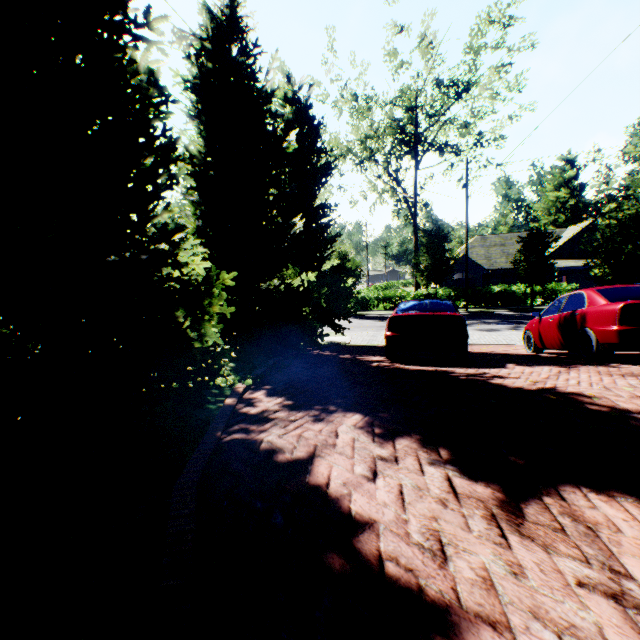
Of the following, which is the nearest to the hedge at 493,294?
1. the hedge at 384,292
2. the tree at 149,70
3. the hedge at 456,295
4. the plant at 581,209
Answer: the hedge at 456,295

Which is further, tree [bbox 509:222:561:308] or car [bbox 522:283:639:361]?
tree [bbox 509:222:561:308]

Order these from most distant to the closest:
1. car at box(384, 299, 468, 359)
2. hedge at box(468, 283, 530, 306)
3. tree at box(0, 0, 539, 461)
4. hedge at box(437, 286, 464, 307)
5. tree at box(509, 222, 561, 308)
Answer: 1. hedge at box(437, 286, 464, 307)
2. hedge at box(468, 283, 530, 306)
3. tree at box(509, 222, 561, 308)
4. car at box(384, 299, 468, 359)
5. tree at box(0, 0, 539, 461)

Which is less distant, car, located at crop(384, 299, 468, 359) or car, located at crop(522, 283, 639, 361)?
car, located at crop(522, 283, 639, 361)

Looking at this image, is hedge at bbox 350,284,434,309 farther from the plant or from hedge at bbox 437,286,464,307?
hedge at bbox 437,286,464,307

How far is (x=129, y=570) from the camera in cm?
171

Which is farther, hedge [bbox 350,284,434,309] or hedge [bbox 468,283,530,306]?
hedge [bbox 350,284,434,309]

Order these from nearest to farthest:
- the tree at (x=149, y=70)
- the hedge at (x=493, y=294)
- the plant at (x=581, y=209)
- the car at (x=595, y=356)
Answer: the tree at (x=149, y=70) → the car at (x=595, y=356) → the hedge at (x=493, y=294) → the plant at (x=581, y=209)
